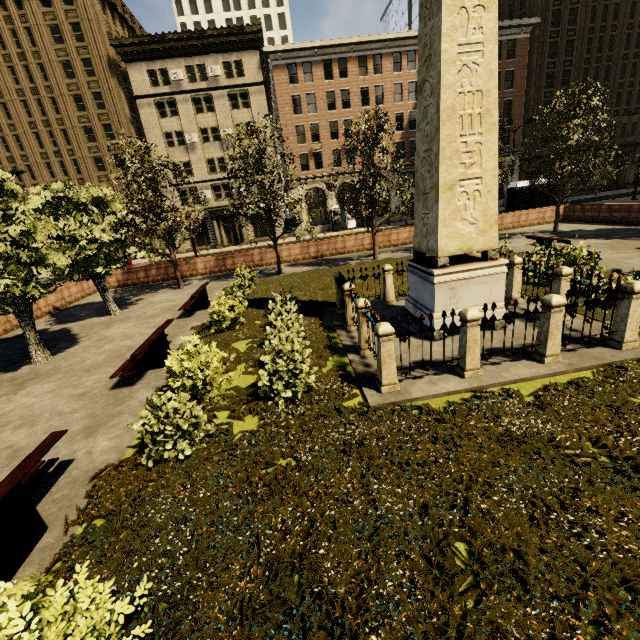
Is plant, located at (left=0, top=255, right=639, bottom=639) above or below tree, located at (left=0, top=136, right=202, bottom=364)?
below

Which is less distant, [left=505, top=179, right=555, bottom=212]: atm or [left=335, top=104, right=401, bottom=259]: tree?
[left=335, top=104, right=401, bottom=259]: tree

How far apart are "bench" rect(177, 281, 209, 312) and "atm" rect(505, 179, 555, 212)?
22.54m

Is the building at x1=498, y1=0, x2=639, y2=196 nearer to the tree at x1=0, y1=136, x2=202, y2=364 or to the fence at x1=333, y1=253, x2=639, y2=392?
the tree at x1=0, y1=136, x2=202, y2=364

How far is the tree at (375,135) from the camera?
16.27m

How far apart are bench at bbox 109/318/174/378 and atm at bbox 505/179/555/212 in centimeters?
2501cm

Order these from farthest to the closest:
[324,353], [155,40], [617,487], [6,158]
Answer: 1. [6,158]
2. [155,40]
3. [324,353]
4. [617,487]
